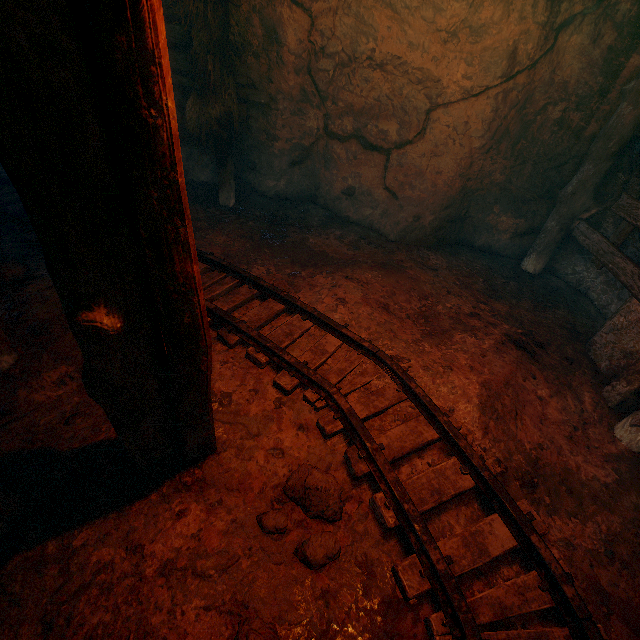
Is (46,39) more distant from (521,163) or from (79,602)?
(521,163)

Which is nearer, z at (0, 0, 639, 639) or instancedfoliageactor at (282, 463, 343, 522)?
z at (0, 0, 639, 639)

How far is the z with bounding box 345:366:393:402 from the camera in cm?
295

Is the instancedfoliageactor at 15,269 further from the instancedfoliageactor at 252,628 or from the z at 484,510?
the instancedfoliageactor at 252,628

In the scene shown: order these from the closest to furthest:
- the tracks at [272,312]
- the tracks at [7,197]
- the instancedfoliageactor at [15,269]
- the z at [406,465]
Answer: the tracks at [272,312] → the z at [406,465] → the instancedfoliageactor at [15,269] → the tracks at [7,197]

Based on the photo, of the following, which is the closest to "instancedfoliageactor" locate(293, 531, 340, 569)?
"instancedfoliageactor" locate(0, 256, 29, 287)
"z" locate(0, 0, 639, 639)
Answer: "z" locate(0, 0, 639, 639)

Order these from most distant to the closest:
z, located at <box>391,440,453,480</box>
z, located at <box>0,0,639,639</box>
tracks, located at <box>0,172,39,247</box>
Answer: tracks, located at <box>0,172,39,247</box> → z, located at <box>391,440,453,480</box> → z, located at <box>0,0,639,639</box>
